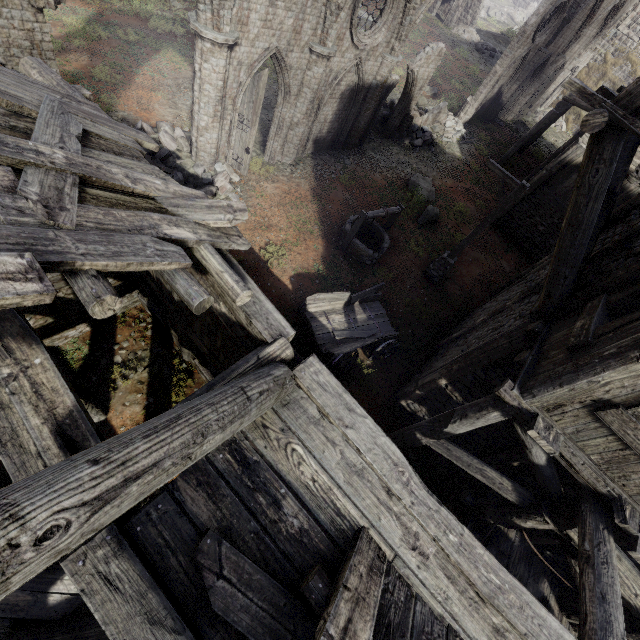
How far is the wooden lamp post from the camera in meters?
10.4

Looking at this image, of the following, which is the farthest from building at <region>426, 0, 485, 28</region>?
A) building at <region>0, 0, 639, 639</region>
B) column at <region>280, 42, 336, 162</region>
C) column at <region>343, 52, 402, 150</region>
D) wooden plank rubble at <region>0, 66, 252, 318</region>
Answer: wooden plank rubble at <region>0, 66, 252, 318</region>

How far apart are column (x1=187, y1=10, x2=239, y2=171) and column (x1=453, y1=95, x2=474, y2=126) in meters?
18.0 m

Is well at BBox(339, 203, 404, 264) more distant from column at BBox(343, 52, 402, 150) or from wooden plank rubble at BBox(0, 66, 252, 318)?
wooden plank rubble at BBox(0, 66, 252, 318)

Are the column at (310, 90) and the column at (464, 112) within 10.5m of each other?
no

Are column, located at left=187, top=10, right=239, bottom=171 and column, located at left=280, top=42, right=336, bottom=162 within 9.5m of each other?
yes

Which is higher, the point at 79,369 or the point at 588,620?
the point at 588,620

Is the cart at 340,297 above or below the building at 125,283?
below
